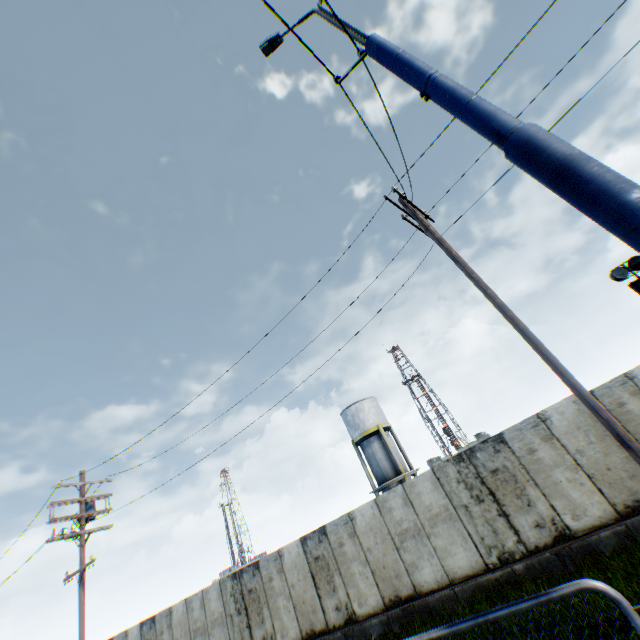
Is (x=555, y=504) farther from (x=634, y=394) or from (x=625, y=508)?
(x=634, y=394)

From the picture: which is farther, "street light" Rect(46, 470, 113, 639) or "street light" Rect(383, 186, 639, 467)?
"street light" Rect(46, 470, 113, 639)

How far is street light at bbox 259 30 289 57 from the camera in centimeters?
557cm

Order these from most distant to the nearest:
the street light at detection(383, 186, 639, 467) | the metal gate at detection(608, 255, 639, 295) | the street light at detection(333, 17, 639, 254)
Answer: the metal gate at detection(608, 255, 639, 295) → the street light at detection(383, 186, 639, 467) → the street light at detection(333, 17, 639, 254)

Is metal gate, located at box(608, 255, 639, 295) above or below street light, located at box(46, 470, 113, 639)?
below

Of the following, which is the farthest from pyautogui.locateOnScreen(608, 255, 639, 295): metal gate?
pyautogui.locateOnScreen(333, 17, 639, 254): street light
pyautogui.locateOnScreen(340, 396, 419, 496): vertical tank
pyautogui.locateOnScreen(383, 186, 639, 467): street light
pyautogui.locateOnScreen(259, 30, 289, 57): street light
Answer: pyautogui.locateOnScreen(340, 396, 419, 496): vertical tank

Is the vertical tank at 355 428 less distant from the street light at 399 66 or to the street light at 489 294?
the street light at 489 294

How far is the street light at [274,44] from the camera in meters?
5.6 m
